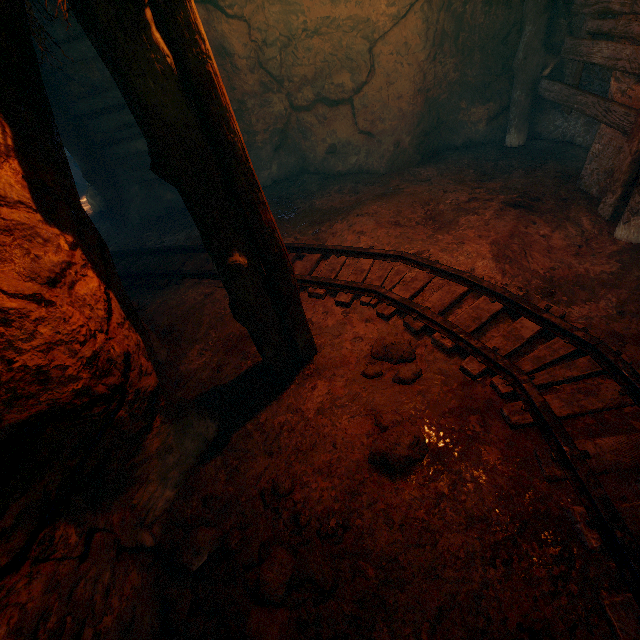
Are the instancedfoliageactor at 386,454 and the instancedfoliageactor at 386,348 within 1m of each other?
yes

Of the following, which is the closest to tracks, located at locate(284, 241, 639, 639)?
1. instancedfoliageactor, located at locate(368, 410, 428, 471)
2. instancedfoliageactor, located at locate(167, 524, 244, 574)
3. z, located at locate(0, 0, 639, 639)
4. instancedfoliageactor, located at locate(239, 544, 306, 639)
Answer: z, located at locate(0, 0, 639, 639)

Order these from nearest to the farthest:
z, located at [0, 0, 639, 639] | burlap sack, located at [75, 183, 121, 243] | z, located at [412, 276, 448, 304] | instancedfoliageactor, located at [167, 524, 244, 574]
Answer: z, located at [0, 0, 639, 639] → instancedfoliageactor, located at [167, 524, 244, 574] → z, located at [412, 276, 448, 304] → burlap sack, located at [75, 183, 121, 243]

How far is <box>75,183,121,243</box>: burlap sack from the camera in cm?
719

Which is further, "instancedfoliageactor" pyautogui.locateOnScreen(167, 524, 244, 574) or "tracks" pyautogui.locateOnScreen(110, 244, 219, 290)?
"tracks" pyautogui.locateOnScreen(110, 244, 219, 290)

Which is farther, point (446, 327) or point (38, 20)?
point (38, 20)

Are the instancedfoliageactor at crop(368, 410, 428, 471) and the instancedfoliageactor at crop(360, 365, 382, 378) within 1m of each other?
yes

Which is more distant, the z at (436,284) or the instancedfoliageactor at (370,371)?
the z at (436,284)
